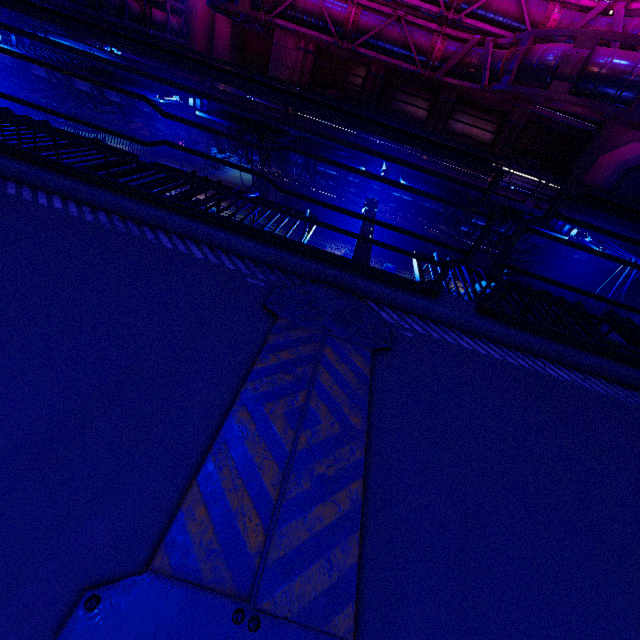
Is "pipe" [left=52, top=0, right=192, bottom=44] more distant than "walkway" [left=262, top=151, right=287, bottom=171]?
Yes

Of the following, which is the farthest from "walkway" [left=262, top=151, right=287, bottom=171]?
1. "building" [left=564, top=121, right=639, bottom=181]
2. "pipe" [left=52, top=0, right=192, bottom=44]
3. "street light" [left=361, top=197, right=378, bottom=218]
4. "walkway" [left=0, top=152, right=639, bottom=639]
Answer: "walkway" [left=0, top=152, right=639, bottom=639]

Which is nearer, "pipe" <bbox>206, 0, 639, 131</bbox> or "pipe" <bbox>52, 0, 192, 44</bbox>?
"pipe" <bbox>206, 0, 639, 131</bbox>

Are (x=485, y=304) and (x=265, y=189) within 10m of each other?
no

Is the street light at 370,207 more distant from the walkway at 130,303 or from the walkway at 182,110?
the walkway at 182,110

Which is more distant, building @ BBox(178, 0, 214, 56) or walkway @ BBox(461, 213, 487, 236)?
building @ BBox(178, 0, 214, 56)

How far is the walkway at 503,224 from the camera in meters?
14.0 m

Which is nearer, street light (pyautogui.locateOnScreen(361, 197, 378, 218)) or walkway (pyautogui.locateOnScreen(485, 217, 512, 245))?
street light (pyautogui.locateOnScreen(361, 197, 378, 218))
